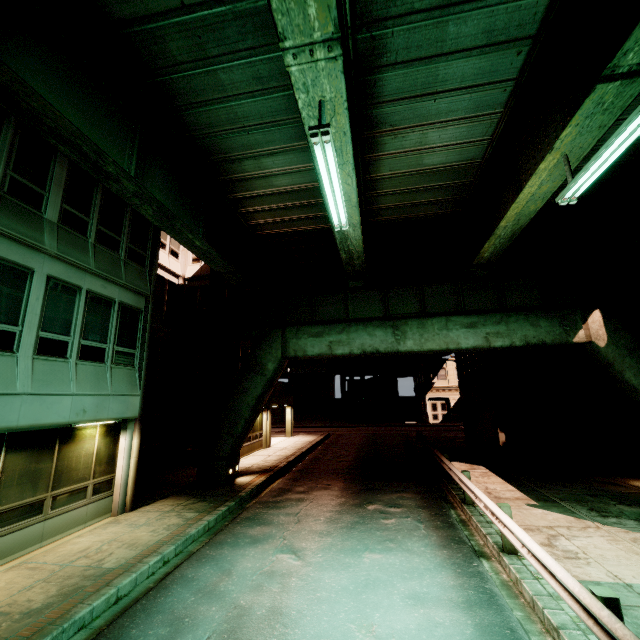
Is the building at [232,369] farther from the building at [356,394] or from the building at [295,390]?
the building at [295,390]

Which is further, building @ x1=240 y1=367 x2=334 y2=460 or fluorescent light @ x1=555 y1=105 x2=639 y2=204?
building @ x1=240 y1=367 x2=334 y2=460

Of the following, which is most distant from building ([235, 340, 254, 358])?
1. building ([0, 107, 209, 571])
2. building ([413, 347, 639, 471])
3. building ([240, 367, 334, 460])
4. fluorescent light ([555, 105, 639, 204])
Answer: fluorescent light ([555, 105, 639, 204])

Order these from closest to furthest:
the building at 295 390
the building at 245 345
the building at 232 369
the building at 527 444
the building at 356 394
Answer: the building at 527 444 → the building at 232 369 → the building at 245 345 → the building at 295 390 → the building at 356 394

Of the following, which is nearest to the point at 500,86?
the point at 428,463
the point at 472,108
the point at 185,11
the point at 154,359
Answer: the point at 472,108

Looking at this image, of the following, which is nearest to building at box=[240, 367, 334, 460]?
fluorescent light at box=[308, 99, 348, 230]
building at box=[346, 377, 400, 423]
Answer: building at box=[346, 377, 400, 423]

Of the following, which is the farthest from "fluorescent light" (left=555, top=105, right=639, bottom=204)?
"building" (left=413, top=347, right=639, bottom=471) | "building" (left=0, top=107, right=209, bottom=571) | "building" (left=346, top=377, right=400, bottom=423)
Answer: "building" (left=346, top=377, right=400, bottom=423)

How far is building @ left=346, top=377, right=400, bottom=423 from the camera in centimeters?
4328cm
